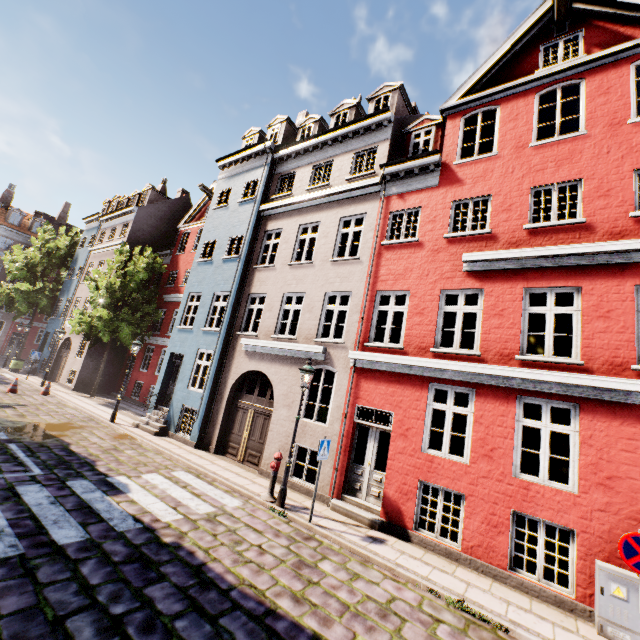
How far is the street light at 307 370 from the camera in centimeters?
827cm

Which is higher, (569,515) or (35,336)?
(35,336)

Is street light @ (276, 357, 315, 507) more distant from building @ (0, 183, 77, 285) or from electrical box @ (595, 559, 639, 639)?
electrical box @ (595, 559, 639, 639)

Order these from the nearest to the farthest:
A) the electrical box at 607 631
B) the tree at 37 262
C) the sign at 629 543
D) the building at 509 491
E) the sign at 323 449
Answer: the sign at 629 543 → the electrical box at 607 631 → the building at 509 491 → the sign at 323 449 → the tree at 37 262

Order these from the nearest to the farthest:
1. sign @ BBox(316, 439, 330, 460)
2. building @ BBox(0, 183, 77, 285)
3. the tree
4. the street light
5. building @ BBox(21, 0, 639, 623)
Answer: building @ BBox(21, 0, 639, 623) → sign @ BBox(316, 439, 330, 460) → the street light → the tree → building @ BBox(0, 183, 77, 285)

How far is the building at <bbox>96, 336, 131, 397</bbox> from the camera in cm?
2220

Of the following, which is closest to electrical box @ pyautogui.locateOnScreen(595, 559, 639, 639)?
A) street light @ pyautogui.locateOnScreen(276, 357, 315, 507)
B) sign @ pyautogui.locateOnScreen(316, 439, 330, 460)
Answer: sign @ pyautogui.locateOnScreen(316, 439, 330, 460)

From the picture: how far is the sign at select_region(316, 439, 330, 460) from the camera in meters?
7.8 m
